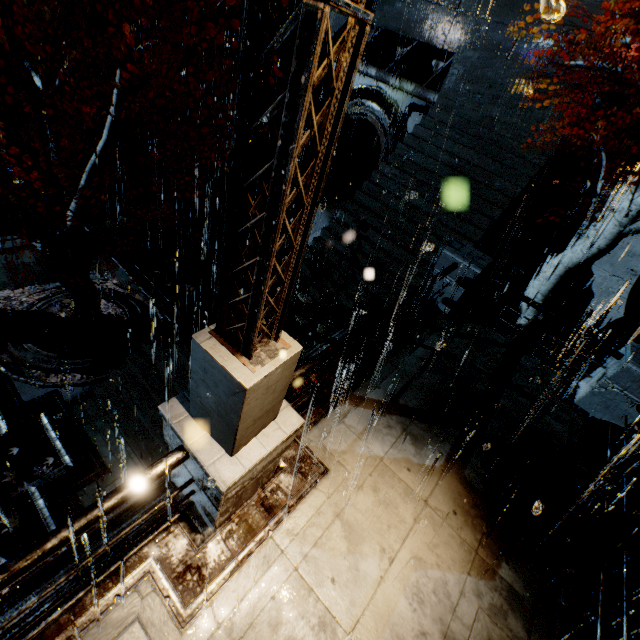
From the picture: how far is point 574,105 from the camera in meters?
10.2

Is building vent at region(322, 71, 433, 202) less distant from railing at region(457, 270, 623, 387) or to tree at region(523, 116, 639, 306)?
tree at region(523, 116, 639, 306)

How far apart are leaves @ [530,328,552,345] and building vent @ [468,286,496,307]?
0.01m

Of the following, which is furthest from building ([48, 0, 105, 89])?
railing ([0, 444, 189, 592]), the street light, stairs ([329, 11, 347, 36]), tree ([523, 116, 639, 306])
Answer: the street light

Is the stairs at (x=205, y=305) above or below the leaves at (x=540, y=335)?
below

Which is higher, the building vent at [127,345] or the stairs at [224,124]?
the stairs at [224,124]

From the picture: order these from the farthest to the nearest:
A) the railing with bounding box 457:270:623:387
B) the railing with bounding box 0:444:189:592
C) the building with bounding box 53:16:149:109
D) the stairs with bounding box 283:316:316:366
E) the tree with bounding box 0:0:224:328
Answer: the building with bounding box 53:16:149:109, the stairs with bounding box 283:316:316:366, the railing with bounding box 457:270:623:387, the tree with bounding box 0:0:224:328, the railing with bounding box 0:444:189:592

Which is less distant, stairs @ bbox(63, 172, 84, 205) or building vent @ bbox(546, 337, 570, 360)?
building vent @ bbox(546, 337, 570, 360)
